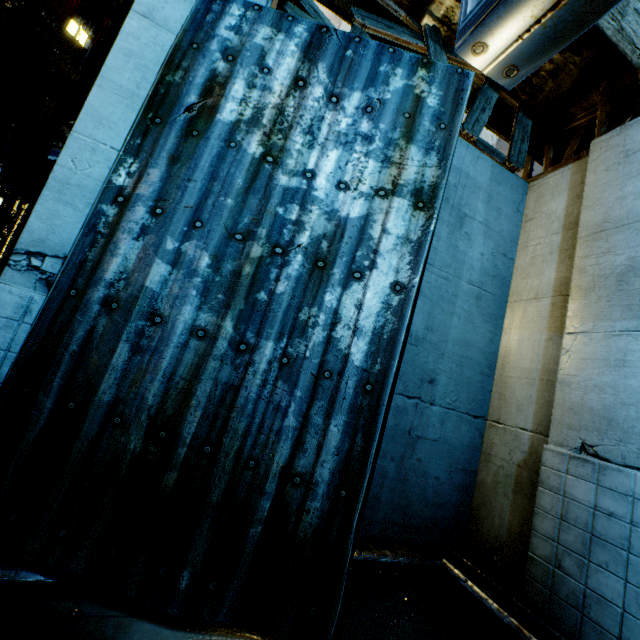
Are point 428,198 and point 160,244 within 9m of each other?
yes

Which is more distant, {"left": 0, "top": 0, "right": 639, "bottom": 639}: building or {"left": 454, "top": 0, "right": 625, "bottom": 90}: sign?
{"left": 0, "top": 0, "right": 639, "bottom": 639}: building

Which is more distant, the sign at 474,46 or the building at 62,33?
the building at 62,33
